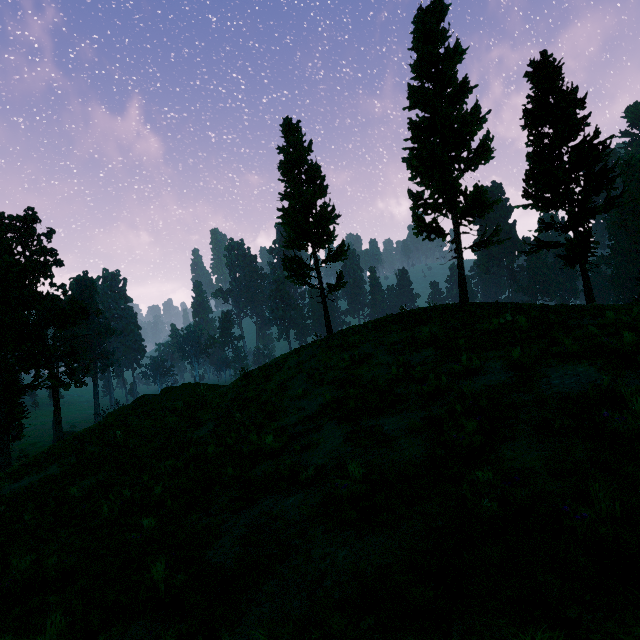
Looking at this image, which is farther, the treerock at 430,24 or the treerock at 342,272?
the treerock at 342,272

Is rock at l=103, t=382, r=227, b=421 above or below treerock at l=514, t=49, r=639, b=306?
below

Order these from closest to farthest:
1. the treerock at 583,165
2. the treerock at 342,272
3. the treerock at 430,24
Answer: the treerock at 430,24
the treerock at 583,165
the treerock at 342,272

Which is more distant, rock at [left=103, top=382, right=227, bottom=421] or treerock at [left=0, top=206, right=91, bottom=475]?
treerock at [left=0, top=206, right=91, bottom=475]

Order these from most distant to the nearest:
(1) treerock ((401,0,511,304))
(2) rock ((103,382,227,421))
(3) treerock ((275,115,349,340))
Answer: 1. (2) rock ((103,382,227,421))
2. (3) treerock ((275,115,349,340))
3. (1) treerock ((401,0,511,304))

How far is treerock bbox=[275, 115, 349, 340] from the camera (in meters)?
21.75

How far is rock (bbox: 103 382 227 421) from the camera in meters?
23.0 m

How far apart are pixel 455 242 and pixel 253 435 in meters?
14.4 m
